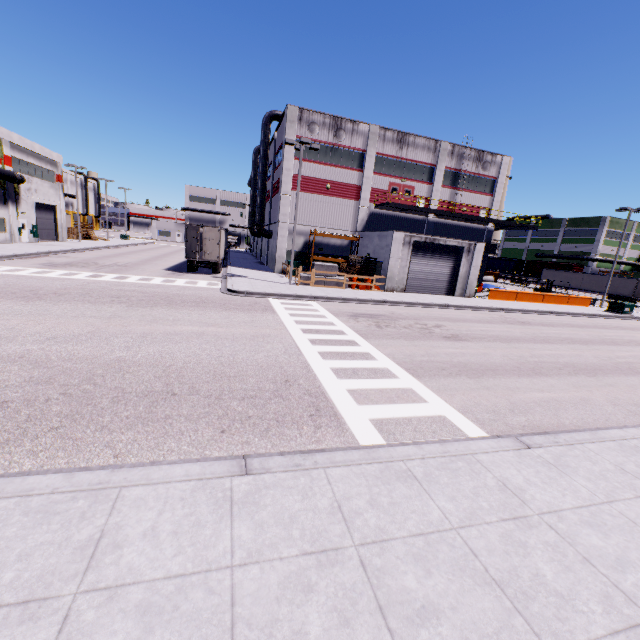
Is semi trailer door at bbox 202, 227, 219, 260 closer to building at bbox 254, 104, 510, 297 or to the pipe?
building at bbox 254, 104, 510, 297

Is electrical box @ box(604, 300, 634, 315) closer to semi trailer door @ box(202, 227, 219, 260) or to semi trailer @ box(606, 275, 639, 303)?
semi trailer @ box(606, 275, 639, 303)

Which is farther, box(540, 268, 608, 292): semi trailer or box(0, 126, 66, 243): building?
box(540, 268, 608, 292): semi trailer

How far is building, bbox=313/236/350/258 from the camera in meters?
32.3 m

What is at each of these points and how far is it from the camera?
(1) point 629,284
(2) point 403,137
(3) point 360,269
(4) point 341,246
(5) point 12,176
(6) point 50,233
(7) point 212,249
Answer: (1) semi trailer, 46.3 meters
(2) building, 32.0 meters
(3) pallet, 27.6 meters
(4) building, 33.0 meters
(5) pipe, 31.3 meters
(6) roll-up door, 41.3 meters
(7) semi trailer door, 26.1 meters

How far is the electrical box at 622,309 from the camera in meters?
29.1 m

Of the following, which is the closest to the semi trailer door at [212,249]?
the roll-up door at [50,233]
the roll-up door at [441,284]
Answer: the roll-up door at [441,284]

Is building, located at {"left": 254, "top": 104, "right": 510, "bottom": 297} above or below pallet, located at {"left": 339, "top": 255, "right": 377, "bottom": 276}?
above
